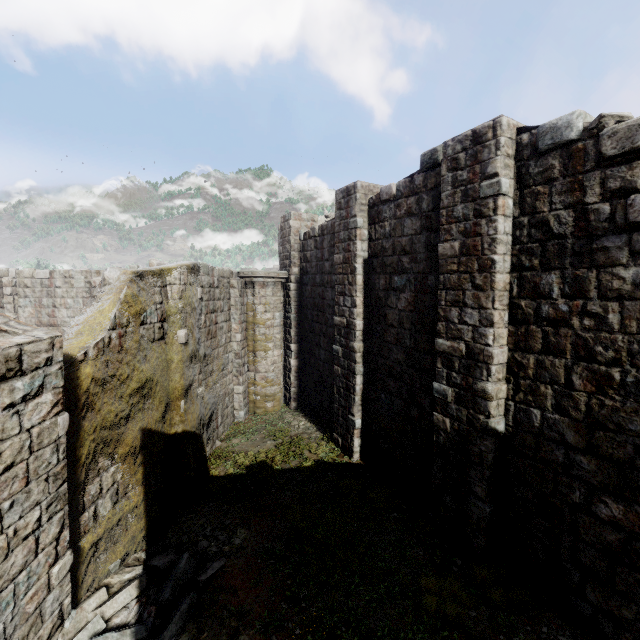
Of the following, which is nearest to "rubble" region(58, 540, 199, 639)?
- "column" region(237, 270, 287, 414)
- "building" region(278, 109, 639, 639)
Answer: "building" region(278, 109, 639, 639)

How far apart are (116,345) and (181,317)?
2.08m

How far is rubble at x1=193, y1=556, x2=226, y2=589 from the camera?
6.02m

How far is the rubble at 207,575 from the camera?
6.0m

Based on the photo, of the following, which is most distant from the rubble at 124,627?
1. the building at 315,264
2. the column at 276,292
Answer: the column at 276,292

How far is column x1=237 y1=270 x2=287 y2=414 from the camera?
13.5 meters

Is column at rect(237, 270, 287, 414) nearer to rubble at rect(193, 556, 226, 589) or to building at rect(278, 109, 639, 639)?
building at rect(278, 109, 639, 639)

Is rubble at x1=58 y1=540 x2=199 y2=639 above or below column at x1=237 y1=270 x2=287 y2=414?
below
